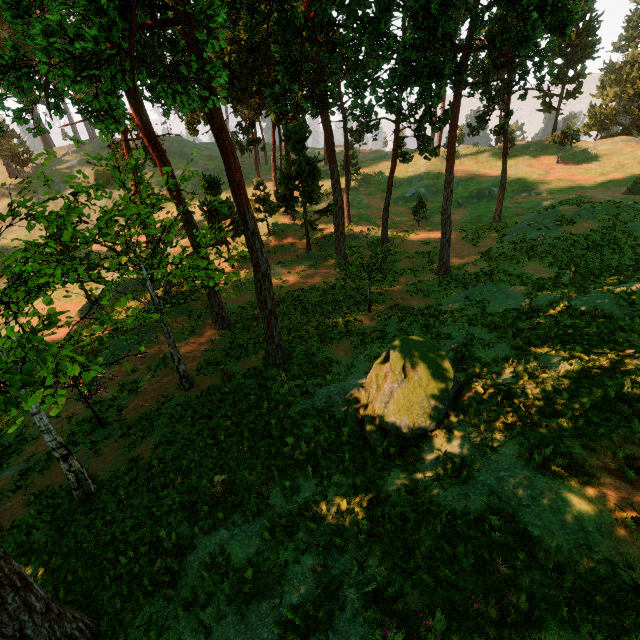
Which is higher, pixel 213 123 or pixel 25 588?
pixel 213 123

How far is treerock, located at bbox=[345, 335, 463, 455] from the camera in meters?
9.4 m

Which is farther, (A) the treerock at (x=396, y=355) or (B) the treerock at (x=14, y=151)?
(B) the treerock at (x=14, y=151)

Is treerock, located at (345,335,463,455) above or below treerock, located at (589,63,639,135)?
below

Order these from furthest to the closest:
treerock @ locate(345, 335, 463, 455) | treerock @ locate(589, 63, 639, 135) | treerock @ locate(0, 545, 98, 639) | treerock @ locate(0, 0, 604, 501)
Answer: treerock @ locate(589, 63, 639, 135) → treerock @ locate(345, 335, 463, 455) → treerock @ locate(0, 0, 604, 501) → treerock @ locate(0, 545, 98, 639)

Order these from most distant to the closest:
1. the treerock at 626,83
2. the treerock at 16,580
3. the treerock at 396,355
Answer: the treerock at 626,83
the treerock at 396,355
the treerock at 16,580
